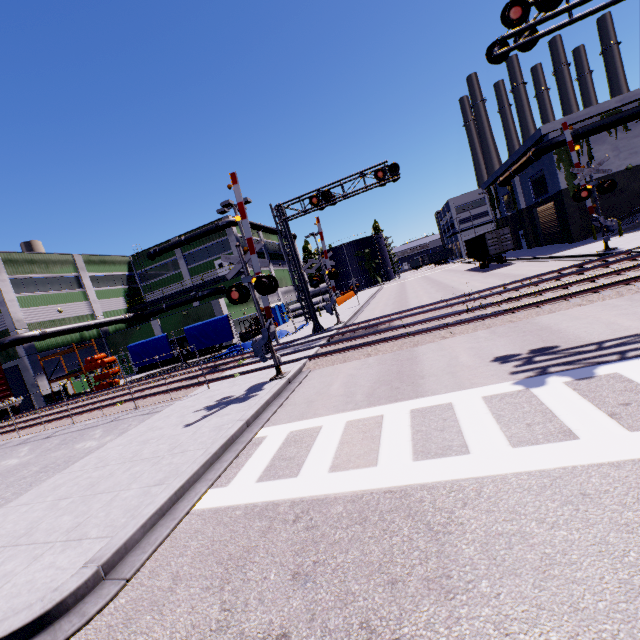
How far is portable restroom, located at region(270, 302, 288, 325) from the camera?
41.25m

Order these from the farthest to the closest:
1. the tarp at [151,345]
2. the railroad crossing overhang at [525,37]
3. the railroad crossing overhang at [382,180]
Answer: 1. the tarp at [151,345]
2. the railroad crossing overhang at [382,180]
3. the railroad crossing overhang at [525,37]

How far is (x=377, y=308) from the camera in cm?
2778

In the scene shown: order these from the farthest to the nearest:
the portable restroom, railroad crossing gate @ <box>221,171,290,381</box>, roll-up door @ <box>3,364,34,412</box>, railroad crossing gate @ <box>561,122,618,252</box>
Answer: the portable restroom < roll-up door @ <box>3,364,34,412</box> < railroad crossing gate @ <box>561,122,618,252</box> < railroad crossing gate @ <box>221,171,290,381</box>

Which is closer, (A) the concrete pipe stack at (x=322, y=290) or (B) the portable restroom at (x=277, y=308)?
(B) the portable restroom at (x=277, y=308)

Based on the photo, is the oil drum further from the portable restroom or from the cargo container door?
the cargo container door

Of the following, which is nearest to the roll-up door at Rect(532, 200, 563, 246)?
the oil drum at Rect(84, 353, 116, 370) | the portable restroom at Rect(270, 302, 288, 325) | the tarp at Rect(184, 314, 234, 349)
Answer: the tarp at Rect(184, 314, 234, 349)

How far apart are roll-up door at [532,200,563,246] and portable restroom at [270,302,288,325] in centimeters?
2674cm
